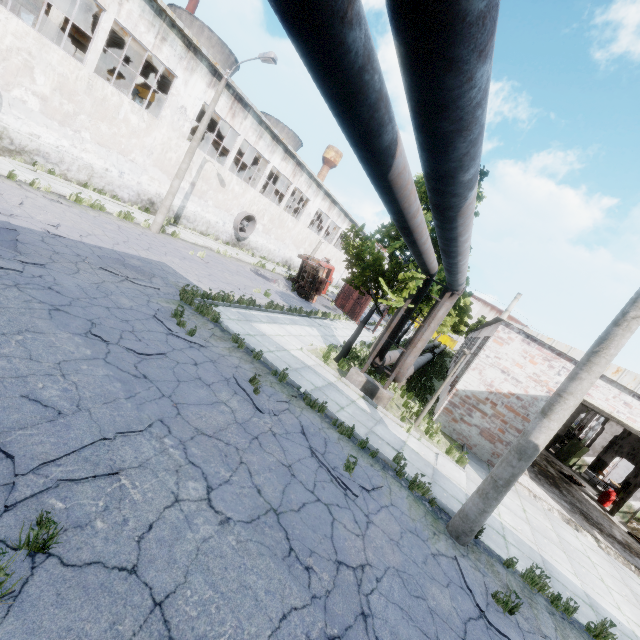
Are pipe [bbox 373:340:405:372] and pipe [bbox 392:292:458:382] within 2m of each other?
yes

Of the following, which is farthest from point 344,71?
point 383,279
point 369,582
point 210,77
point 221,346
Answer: point 210,77

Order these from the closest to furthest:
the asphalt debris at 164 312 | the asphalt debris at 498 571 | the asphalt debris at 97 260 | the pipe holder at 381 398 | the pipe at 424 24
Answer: the pipe at 424 24 < the asphalt debris at 498 571 < the asphalt debris at 164 312 < the asphalt debris at 97 260 < the pipe holder at 381 398

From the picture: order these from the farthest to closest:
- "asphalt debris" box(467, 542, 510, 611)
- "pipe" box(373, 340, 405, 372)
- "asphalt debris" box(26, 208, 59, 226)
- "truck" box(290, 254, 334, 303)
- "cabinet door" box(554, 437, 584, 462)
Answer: "truck" box(290, 254, 334, 303), "cabinet door" box(554, 437, 584, 462), "pipe" box(373, 340, 405, 372), "asphalt debris" box(26, 208, 59, 226), "asphalt debris" box(467, 542, 510, 611)

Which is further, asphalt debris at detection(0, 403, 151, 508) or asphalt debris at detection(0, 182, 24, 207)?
asphalt debris at detection(0, 182, 24, 207)

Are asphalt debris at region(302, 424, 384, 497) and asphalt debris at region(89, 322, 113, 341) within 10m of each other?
yes

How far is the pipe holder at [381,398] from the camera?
11.1m

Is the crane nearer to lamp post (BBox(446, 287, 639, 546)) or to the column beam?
the column beam
